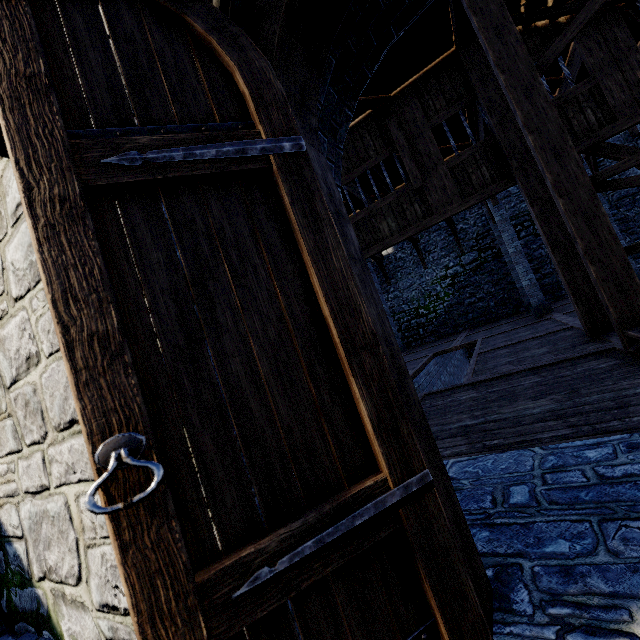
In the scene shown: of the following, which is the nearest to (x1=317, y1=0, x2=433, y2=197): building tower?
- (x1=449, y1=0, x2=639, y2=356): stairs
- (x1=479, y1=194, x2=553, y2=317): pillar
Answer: (x1=449, y1=0, x2=639, y2=356): stairs

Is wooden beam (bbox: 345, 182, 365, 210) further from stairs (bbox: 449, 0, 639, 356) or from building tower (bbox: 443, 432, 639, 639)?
stairs (bbox: 449, 0, 639, 356)

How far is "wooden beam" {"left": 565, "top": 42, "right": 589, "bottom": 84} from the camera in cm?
725

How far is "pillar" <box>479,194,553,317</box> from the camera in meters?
10.8 m

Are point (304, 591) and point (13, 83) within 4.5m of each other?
yes

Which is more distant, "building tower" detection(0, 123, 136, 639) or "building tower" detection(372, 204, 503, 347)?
"building tower" detection(372, 204, 503, 347)

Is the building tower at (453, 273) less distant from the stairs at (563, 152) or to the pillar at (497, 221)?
the stairs at (563, 152)

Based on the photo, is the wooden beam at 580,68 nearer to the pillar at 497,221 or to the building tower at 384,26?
the building tower at 384,26
